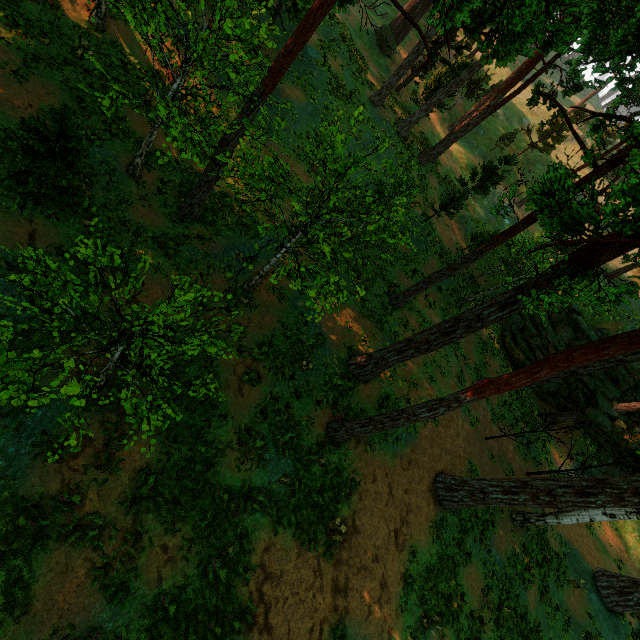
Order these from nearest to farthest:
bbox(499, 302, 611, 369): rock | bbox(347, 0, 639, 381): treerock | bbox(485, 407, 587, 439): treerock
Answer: bbox(347, 0, 639, 381): treerock → bbox(485, 407, 587, 439): treerock → bbox(499, 302, 611, 369): rock

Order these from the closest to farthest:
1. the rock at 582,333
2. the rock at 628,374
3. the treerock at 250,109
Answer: the treerock at 250,109
the rock at 628,374
the rock at 582,333

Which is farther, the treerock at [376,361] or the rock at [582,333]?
the rock at [582,333]

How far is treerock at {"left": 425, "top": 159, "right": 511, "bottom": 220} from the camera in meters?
22.5 m

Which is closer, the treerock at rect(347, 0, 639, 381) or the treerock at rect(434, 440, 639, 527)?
the treerock at rect(347, 0, 639, 381)

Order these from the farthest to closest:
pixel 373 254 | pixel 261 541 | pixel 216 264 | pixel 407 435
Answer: pixel 373 254
pixel 407 435
pixel 216 264
pixel 261 541

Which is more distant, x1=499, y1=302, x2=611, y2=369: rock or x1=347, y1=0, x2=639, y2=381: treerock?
x1=499, y1=302, x2=611, y2=369: rock
